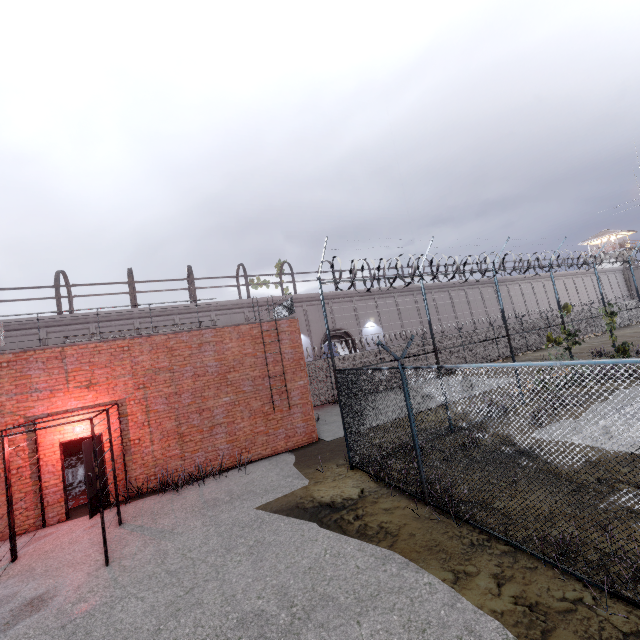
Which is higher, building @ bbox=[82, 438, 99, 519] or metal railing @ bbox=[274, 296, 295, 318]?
metal railing @ bbox=[274, 296, 295, 318]

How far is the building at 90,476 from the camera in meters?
8.9

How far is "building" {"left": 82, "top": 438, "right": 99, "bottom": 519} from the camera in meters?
8.9

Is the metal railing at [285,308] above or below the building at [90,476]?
above

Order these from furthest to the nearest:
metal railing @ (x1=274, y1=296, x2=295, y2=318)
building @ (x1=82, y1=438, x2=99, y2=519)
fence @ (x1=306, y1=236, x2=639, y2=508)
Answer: metal railing @ (x1=274, y1=296, x2=295, y2=318)
building @ (x1=82, y1=438, x2=99, y2=519)
fence @ (x1=306, y1=236, x2=639, y2=508)

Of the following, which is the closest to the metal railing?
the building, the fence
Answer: the fence

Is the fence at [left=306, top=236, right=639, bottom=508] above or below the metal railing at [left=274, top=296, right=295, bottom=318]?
below

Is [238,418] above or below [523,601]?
above
